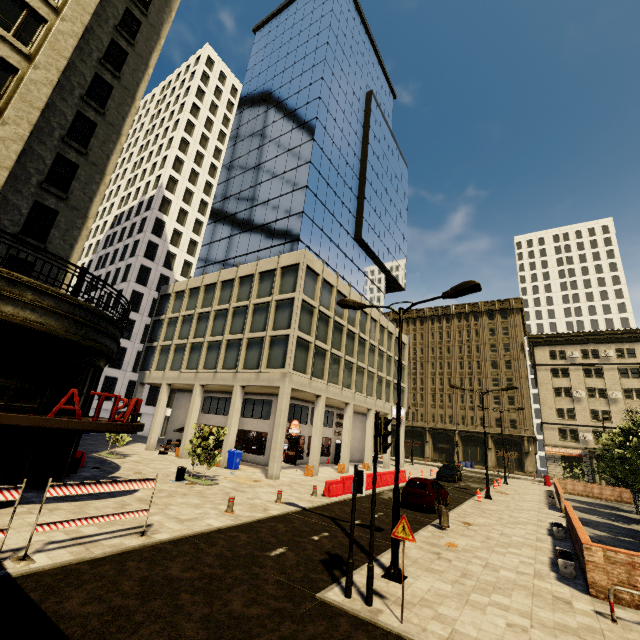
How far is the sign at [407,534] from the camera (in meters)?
6.37

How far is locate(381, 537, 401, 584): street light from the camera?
8.1m

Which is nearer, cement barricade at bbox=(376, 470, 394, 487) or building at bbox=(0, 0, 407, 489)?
building at bbox=(0, 0, 407, 489)

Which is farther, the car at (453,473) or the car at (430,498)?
the car at (453,473)

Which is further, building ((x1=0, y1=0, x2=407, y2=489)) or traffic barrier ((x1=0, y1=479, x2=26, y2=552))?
building ((x1=0, y1=0, x2=407, y2=489))

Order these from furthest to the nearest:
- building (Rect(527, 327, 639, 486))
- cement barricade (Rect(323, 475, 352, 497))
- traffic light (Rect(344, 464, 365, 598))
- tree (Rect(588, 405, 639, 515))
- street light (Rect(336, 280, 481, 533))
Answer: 1. building (Rect(527, 327, 639, 486))
2. cement barricade (Rect(323, 475, 352, 497))
3. tree (Rect(588, 405, 639, 515))
4. street light (Rect(336, 280, 481, 533))
5. traffic light (Rect(344, 464, 365, 598))

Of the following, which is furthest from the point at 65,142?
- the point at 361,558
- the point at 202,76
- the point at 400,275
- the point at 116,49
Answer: the point at 202,76

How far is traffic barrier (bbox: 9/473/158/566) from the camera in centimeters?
726cm
